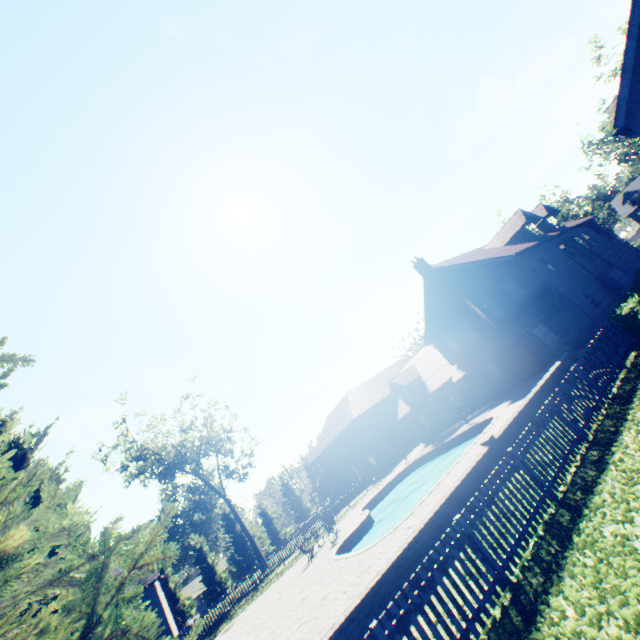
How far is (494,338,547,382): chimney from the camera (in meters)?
22.30

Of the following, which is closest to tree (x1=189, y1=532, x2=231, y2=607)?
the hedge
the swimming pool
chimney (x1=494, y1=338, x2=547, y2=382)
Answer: the swimming pool

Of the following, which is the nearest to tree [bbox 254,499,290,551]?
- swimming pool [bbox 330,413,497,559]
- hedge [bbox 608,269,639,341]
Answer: swimming pool [bbox 330,413,497,559]

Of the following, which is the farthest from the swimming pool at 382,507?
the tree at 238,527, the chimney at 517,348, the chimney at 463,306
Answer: the tree at 238,527

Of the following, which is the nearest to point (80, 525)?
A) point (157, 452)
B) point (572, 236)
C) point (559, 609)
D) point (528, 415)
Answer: point (559, 609)

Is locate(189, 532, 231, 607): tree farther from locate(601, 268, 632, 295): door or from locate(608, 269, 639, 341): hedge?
locate(601, 268, 632, 295): door

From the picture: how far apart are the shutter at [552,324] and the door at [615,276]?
7.1m

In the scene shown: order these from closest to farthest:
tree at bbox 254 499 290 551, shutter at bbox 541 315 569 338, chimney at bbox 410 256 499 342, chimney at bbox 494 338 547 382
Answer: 1. shutter at bbox 541 315 569 338
2. chimney at bbox 494 338 547 382
3. chimney at bbox 410 256 499 342
4. tree at bbox 254 499 290 551
